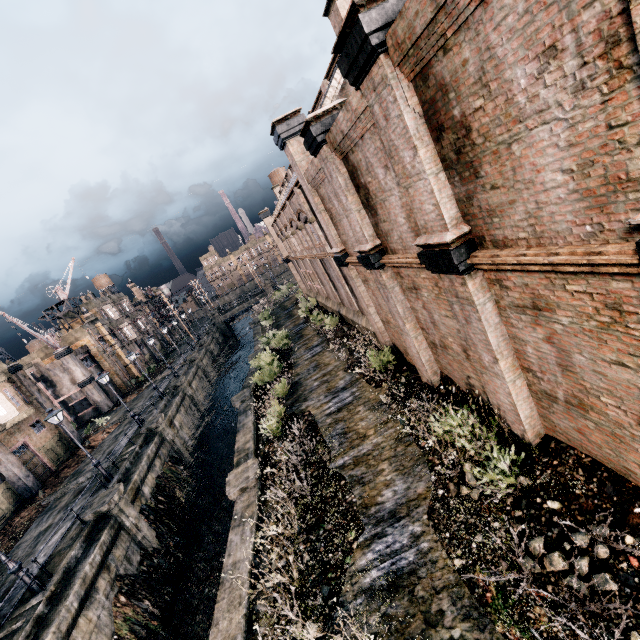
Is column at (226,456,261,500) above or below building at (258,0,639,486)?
below

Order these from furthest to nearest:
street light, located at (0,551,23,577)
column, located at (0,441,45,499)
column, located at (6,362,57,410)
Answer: column, located at (6,362,57,410) → column, located at (0,441,45,499) → street light, located at (0,551,23,577)

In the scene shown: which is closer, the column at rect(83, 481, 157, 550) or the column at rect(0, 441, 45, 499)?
the column at rect(83, 481, 157, 550)

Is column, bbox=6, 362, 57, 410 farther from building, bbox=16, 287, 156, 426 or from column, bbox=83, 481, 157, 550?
column, bbox=83, 481, 157, 550

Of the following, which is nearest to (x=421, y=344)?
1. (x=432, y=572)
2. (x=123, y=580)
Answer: (x=432, y=572)

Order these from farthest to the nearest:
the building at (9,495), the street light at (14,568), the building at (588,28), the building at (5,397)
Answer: Answer: the building at (5,397) → the building at (9,495) → the street light at (14,568) → the building at (588,28)

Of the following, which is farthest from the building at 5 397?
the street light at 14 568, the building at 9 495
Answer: the street light at 14 568

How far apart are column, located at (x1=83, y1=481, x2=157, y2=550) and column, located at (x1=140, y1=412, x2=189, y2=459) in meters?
7.0
